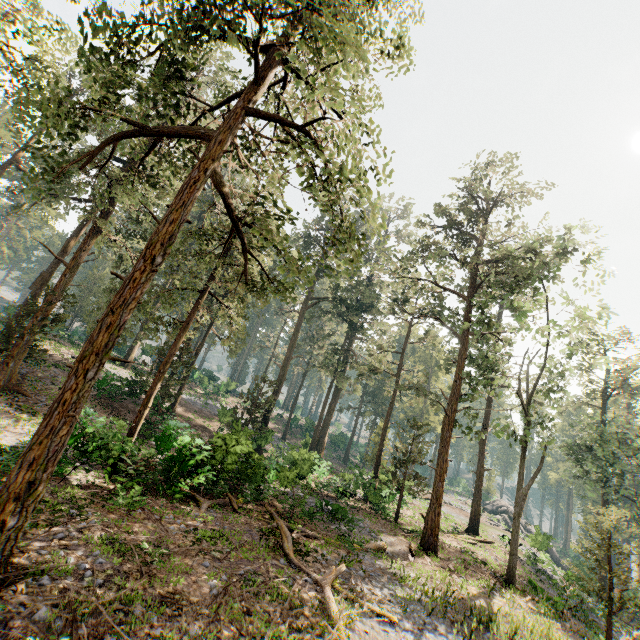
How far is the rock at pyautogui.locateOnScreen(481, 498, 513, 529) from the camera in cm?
4578

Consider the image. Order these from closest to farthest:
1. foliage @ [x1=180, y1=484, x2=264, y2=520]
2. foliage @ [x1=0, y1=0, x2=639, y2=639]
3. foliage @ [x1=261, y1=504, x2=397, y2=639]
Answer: foliage @ [x1=0, y1=0, x2=639, y2=639]
foliage @ [x1=261, y1=504, x2=397, y2=639]
foliage @ [x1=180, y1=484, x2=264, y2=520]

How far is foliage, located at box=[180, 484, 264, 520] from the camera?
14.15m

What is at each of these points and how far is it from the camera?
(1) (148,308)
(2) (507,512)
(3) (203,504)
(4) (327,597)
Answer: (1) foliage, 17.6m
(2) rock, 48.0m
(3) foliage, 14.1m
(4) foliage, 9.8m

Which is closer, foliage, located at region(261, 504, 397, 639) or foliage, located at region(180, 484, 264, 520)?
foliage, located at region(261, 504, 397, 639)

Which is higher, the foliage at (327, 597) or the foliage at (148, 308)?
the foliage at (148, 308)

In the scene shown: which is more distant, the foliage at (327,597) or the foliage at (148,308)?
the foliage at (327,597)

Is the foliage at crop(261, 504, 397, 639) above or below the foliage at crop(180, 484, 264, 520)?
below
